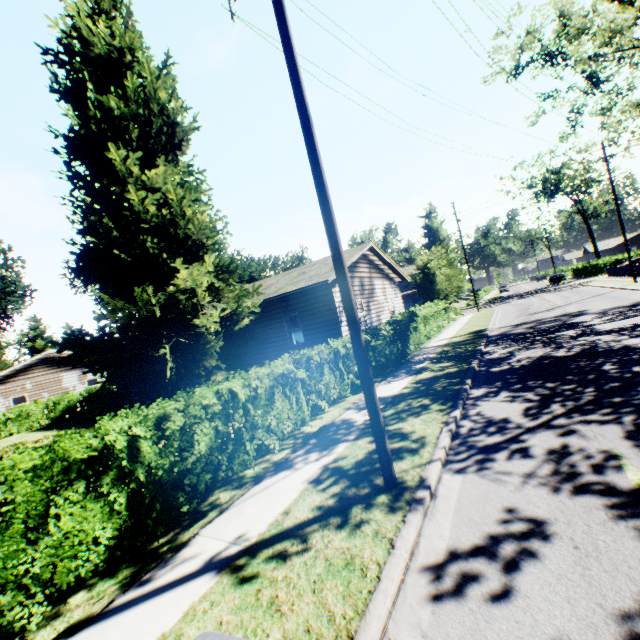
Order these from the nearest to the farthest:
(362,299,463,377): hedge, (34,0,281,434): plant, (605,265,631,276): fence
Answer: (34,0,281,434): plant, (362,299,463,377): hedge, (605,265,631,276): fence

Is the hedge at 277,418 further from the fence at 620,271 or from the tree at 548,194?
the tree at 548,194

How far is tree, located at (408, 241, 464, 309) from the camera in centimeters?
2644cm

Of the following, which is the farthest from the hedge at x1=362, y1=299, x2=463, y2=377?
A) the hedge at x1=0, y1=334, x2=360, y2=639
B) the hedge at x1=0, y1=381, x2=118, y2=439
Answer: the hedge at x1=0, y1=381, x2=118, y2=439

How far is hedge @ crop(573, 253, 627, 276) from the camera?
48.4m

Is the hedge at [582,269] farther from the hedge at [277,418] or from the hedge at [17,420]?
the hedge at [17,420]

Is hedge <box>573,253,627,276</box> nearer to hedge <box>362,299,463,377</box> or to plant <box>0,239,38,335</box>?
plant <box>0,239,38,335</box>

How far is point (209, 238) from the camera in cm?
1502
